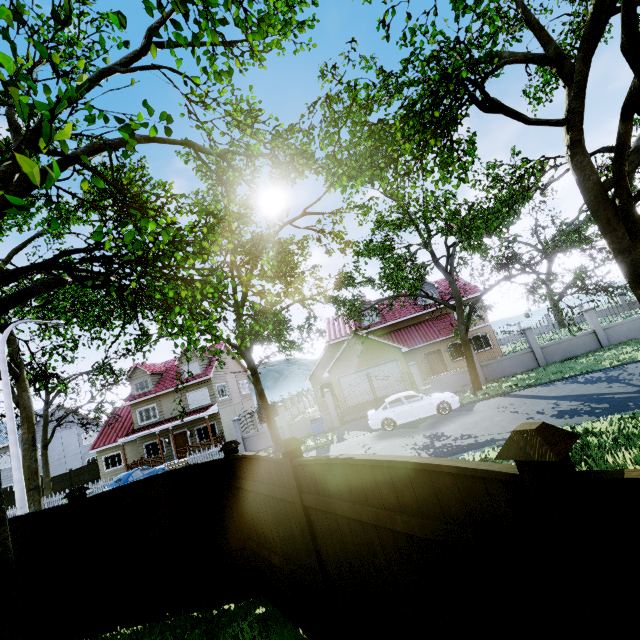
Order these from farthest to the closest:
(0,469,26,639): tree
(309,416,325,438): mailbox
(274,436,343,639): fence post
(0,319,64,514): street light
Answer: (309,416,325,438): mailbox < (0,319,64,514): street light < (0,469,26,639): tree < (274,436,343,639): fence post

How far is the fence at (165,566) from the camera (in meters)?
5.61

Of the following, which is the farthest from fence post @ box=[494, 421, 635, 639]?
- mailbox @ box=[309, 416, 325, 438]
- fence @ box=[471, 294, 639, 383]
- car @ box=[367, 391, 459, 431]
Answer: fence @ box=[471, 294, 639, 383]

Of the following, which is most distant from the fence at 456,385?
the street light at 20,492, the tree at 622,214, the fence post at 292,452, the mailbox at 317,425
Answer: the street light at 20,492

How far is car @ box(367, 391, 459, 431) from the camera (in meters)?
15.34

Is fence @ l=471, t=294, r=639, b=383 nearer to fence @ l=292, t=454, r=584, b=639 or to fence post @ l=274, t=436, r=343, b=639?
fence @ l=292, t=454, r=584, b=639

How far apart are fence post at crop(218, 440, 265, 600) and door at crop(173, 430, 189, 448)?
24.5 meters

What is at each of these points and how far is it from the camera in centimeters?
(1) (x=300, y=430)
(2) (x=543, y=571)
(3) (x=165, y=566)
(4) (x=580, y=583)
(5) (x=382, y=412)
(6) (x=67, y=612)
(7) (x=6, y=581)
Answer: (1) fence, 2145cm
(2) fence, 175cm
(3) fence, 576cm
(4) fence post, 154cm
(5) car, 1577cm
(6) fence, 597cm
(7) tree, 508cm
